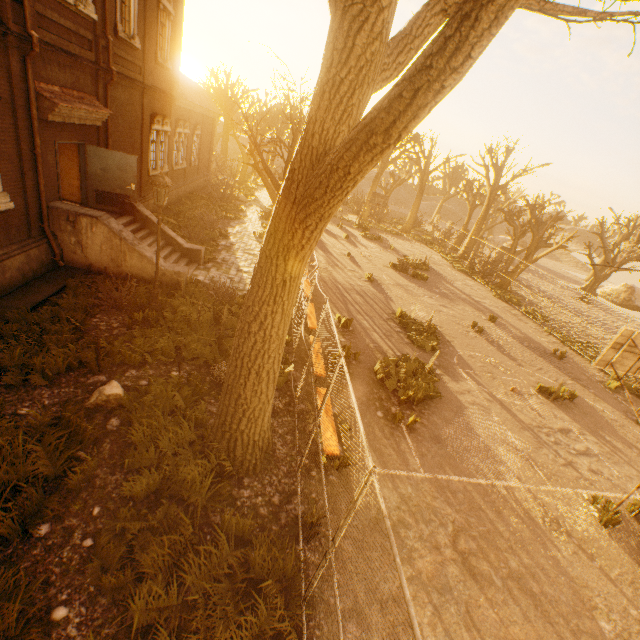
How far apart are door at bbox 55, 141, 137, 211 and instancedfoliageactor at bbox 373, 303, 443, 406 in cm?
1145

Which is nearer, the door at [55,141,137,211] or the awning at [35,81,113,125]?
the awning at [35,81,113,125]

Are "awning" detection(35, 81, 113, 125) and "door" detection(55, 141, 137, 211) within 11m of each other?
yes

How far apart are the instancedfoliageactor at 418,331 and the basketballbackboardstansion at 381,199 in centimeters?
2192cm

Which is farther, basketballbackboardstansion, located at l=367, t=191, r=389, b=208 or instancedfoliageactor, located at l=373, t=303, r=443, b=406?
basketballbackboardstansion, located at l=367, t=191, r=389, b=208

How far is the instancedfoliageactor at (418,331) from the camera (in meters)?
9.52

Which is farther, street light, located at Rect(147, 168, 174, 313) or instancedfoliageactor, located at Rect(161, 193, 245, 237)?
instancedfoliageactor, located at Rect(161, 193, 245, 237)

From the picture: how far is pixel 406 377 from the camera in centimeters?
1028cm
